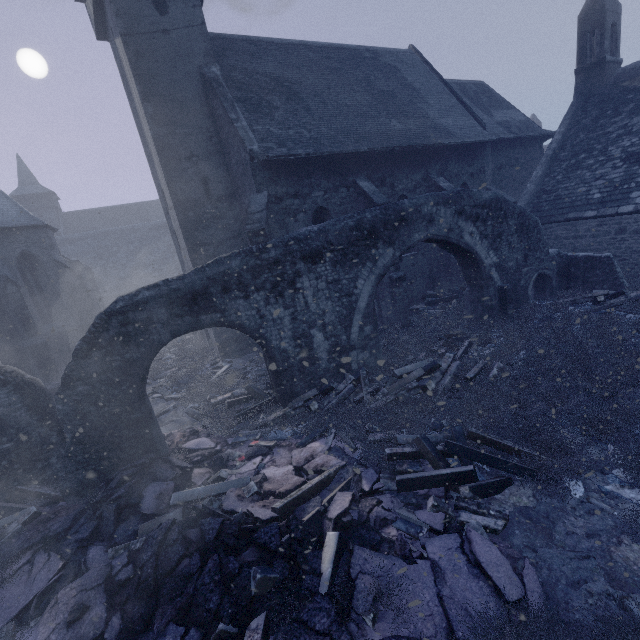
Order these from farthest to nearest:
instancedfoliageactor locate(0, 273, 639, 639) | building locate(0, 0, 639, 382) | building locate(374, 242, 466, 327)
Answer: building locate(374, 242, 466, 327), building locate(0, 0, 639, 382), instancedfoliageactor locate(0, 273, 639, 639)

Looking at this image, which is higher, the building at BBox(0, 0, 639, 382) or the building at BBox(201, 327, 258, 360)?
the building at BBox(0, 0, 639, 382)

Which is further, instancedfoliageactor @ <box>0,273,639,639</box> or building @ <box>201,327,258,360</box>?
building @ <box>201,327,258,360</box>

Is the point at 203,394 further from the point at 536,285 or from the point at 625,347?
the point at 536,285

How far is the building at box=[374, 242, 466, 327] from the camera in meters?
13.0

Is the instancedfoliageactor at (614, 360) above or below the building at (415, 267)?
below

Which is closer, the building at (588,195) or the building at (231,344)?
the building at (588,195)
